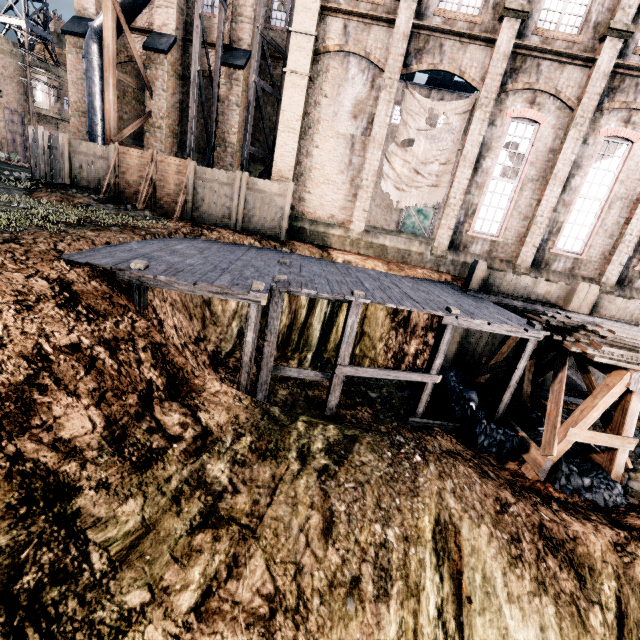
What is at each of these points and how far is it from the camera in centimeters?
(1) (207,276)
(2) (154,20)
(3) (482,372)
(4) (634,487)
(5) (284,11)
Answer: (1) wooden scaffolding, 835cm
(2) building, 1847cm
(3) wooden support structure, 1358cm
(4) stone debris, 1013cm
(5) building, 1873cm

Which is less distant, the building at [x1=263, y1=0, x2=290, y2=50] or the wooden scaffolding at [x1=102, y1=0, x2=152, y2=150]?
the wooden scaffolding at [x1=102, y1=0, x2=152, y2=150]

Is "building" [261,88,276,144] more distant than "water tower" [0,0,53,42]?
No

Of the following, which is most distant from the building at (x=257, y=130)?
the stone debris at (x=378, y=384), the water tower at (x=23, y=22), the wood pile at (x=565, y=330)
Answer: the wood pile at (x=565, y=330)

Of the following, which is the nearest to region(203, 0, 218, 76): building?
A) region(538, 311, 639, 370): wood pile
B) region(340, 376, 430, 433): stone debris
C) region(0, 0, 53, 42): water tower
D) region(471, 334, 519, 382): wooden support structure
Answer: region(0, 0, 53, 42): water tower

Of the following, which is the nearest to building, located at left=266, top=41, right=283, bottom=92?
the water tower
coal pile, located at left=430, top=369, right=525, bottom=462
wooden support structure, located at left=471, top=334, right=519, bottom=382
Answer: the water tower

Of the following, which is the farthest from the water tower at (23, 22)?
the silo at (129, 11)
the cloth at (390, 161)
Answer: the cloth at (390, 161)

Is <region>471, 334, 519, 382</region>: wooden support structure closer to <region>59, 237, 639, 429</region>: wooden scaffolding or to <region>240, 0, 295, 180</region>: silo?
<region>59, 237, 639, 429</region>: wooden scaffolding
